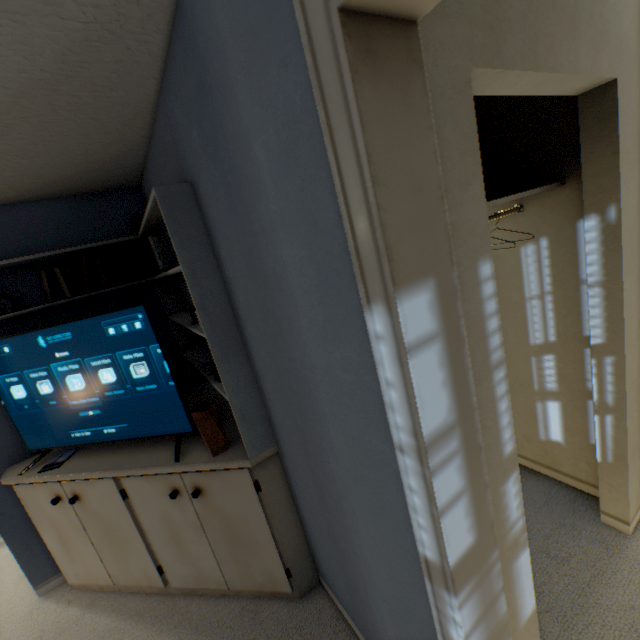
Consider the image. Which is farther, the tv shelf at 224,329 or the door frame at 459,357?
the tv shelf at 224,329

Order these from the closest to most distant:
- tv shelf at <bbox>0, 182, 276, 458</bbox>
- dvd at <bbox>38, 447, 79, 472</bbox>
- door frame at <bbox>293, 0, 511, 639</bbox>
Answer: door frame at <bbox>293, 0, 511, 639</bbox>
tv shelf at <bbox>0, 182, 276, 458</bbox>
dvd at <bbox>38, 447, 79, 472</bbox>

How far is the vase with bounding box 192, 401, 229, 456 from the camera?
1.55m

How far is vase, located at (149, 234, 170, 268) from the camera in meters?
2.1

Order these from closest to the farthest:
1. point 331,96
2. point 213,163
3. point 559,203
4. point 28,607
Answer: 1. point 331,96
2. point 213,163
3. point 559,203
4. point 28,607

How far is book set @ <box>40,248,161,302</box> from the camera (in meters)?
2.01

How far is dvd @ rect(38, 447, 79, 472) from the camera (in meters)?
1.88

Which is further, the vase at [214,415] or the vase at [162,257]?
the vase at [162,257]
